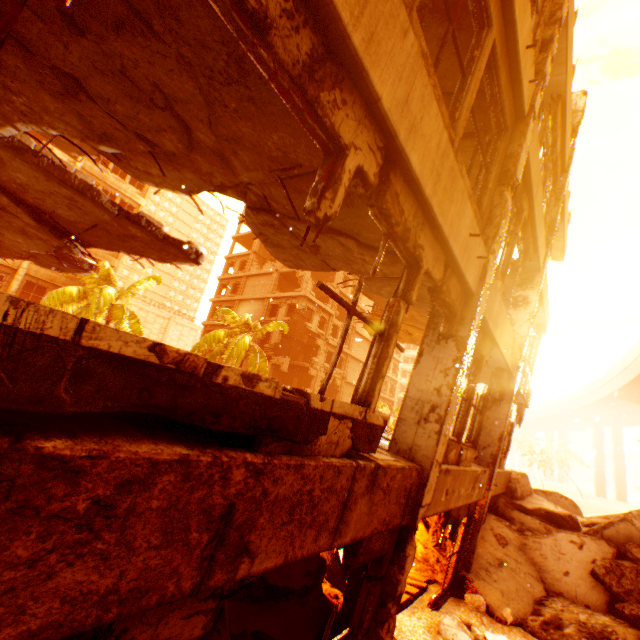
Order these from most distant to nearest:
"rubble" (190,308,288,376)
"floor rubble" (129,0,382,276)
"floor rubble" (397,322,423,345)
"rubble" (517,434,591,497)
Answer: "rubble" (517,434,591,497) → "rubble" (190,308,288,376) → "floor rubble" (397,322,423,345) → "floor rubble" (129,0,382,276)

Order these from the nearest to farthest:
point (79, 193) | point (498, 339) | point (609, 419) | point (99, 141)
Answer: point (99, 141) → point (79, 193) → point (498, 339) → point (609, 419)

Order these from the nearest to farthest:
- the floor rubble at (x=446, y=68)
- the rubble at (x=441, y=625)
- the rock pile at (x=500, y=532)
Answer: the floor rubble at (x=446, y=68) → the rubble at (x=441, y=625) → the rock pile at (x=500, y=532)

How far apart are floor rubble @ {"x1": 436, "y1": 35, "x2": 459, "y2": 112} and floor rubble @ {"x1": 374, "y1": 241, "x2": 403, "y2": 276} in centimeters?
252cm

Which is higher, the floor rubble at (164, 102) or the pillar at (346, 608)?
the floor rubble at (164, 102)

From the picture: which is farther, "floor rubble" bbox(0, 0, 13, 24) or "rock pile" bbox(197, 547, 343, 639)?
"rock pile" bbox(197, 547, 343, 639)

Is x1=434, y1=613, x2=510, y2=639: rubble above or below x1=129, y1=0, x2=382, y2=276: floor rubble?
below

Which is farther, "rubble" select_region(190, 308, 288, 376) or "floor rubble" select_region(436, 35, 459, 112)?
"rubble" select_region(190, 308, 288, 376)
